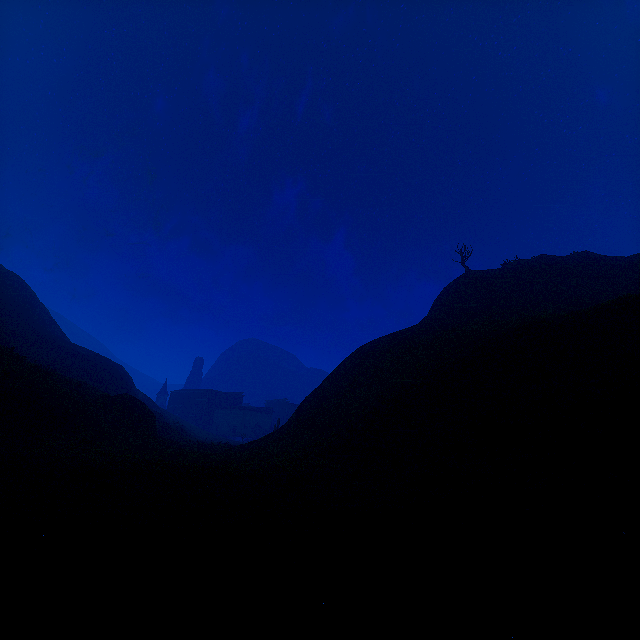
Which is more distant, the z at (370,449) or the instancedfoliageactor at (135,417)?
the instancedfoliageactor at (135,417)

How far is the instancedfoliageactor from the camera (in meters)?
22.55

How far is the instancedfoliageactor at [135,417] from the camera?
22.5 meters

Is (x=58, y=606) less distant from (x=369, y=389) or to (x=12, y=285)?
(x=369, y=389)

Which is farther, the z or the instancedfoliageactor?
the instancedfoliageactor
